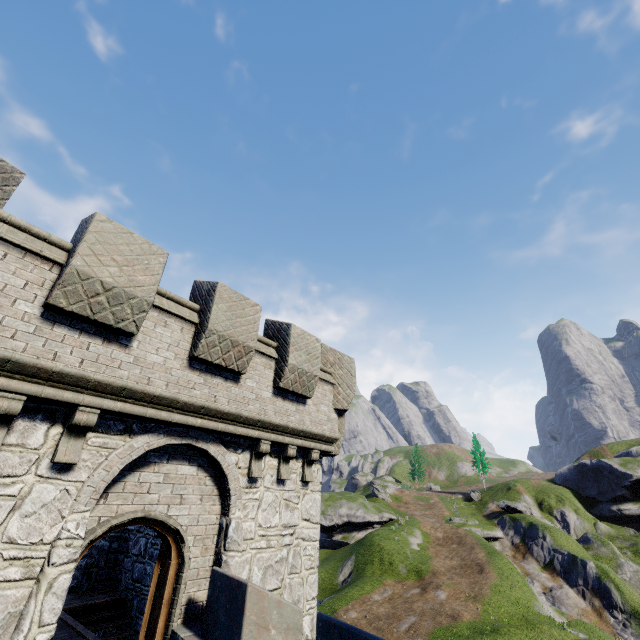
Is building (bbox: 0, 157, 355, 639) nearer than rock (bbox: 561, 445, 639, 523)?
Yes

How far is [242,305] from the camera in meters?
7.7 m

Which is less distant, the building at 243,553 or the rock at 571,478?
the building at 243,553
